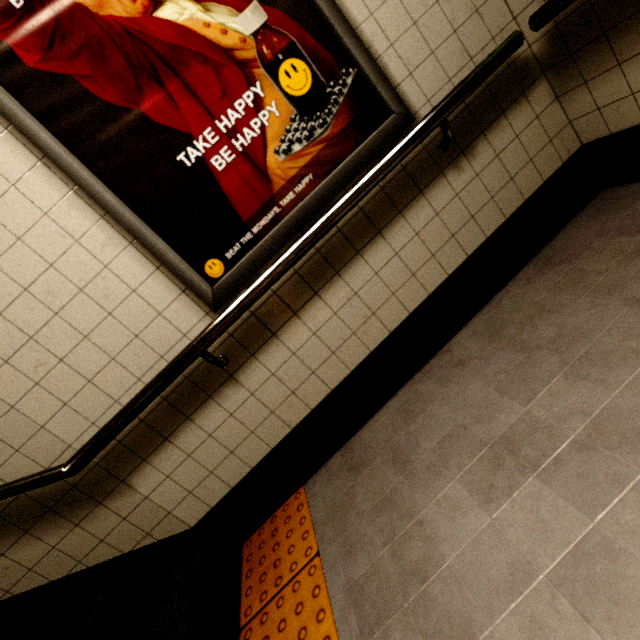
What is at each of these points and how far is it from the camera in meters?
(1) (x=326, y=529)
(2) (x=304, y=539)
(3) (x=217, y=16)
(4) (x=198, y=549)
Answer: (1) building, 1.5 m
(2) groundtactileadastrip, 1.5 m
(3) sign, 1.3 m
(4) stairs, 1.7 m

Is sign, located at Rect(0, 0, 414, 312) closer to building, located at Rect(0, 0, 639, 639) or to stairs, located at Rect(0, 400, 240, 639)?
building, located at Rect(0, 0, 639, 639)

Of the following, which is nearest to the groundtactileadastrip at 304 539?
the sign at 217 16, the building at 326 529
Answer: the building at 326 529

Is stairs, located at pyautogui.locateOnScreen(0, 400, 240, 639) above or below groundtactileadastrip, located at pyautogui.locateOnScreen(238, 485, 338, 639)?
above

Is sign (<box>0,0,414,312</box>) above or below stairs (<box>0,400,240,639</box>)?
above

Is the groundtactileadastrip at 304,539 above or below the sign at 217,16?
below

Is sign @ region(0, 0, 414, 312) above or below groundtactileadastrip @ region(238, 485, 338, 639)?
above
